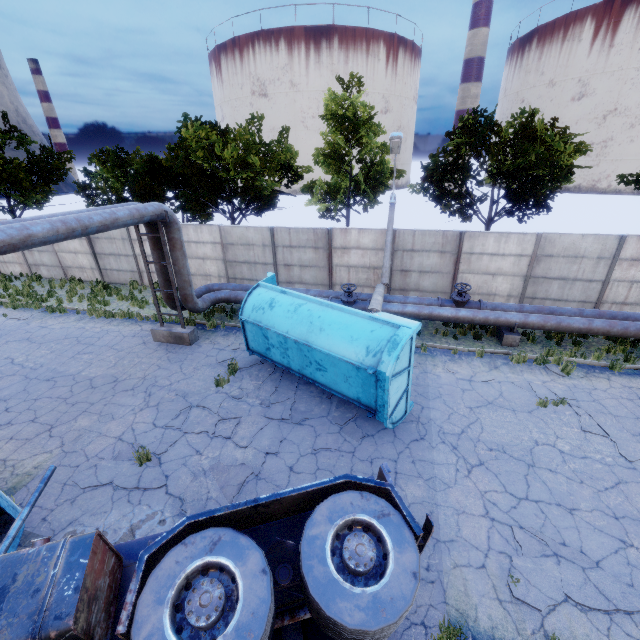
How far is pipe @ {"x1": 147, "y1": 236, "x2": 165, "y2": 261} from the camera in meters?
12.0

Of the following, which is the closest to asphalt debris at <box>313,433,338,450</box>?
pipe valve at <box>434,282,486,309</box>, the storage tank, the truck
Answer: the truck

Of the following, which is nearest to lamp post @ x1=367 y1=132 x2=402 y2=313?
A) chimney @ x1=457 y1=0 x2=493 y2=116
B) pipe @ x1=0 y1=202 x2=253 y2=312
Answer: pipe @ x1=0 y1=202 x2=253 y2=312

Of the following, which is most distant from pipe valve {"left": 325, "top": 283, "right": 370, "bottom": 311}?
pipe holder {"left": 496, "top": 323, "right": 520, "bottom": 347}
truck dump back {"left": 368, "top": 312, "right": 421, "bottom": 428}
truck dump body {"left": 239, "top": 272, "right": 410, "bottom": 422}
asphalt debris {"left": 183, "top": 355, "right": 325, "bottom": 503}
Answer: pipe holder {"left": 496, "top": 323, "right": 520, "bottom": 347}

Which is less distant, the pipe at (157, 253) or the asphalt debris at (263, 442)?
the asphalt debris at (263, 442)

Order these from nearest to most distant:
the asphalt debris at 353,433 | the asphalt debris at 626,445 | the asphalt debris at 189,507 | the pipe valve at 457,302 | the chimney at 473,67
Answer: the asphalt debris at 189,507, the asphalt debris at 626,445, the asphalt debris at 353,433, the pipe valve at 457,302, the chimney at 473,67

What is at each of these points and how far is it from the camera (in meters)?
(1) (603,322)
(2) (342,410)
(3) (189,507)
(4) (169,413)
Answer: (1) pipe, 11.20
(2) asphalt debris, 9.23
(3) asphalt debris, 6.65
(4) asphalt debris, 9.28

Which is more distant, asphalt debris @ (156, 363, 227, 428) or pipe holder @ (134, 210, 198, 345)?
pipe holder @ (134, 210, 198, 345)
